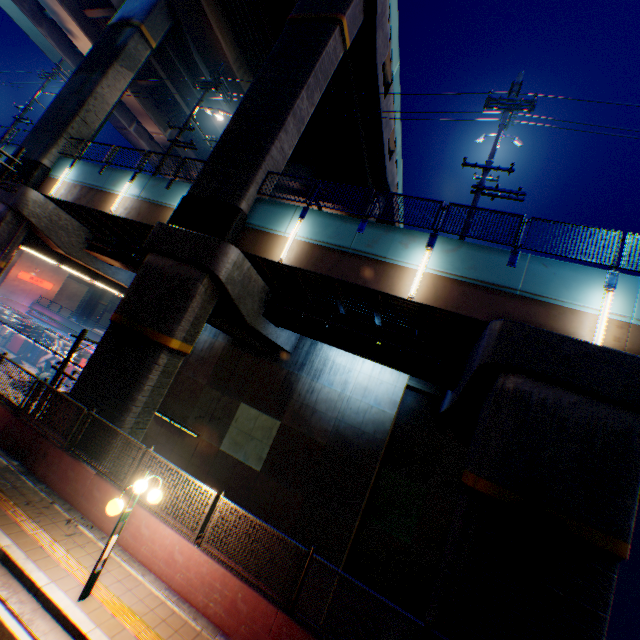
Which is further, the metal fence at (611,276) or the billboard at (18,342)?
the billboard at (18,342)

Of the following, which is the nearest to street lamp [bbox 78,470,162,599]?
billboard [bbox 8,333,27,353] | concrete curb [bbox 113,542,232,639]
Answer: concrete curb [bbox 113,542,232,639]

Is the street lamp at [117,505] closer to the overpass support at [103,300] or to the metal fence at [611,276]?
the overpass support at [103,300]

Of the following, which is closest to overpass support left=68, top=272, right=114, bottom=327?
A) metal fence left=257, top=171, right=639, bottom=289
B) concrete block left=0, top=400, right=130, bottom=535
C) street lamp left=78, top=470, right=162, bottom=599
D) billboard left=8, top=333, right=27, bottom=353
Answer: metal fence left=257, top=171, right=639, bottom=289

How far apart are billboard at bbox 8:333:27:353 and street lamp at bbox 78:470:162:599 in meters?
51.4 m

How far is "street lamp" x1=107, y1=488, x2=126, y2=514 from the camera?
6.1 meters

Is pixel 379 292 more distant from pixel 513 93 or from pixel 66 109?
pixel 66 109

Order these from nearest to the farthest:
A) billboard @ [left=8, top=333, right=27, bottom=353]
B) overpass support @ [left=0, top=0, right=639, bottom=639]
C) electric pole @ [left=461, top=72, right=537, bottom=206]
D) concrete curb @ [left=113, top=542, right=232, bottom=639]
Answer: concrete curb @ [left=113, top=542, right=232, bottom=639] → overpass support @ [left=0, top=0, right=639, bottom=639] → electric pole @ [left=461, top=72, right=537, bottom=206] → billboard @ [left=8, top=333, right=27, bottom=353]
